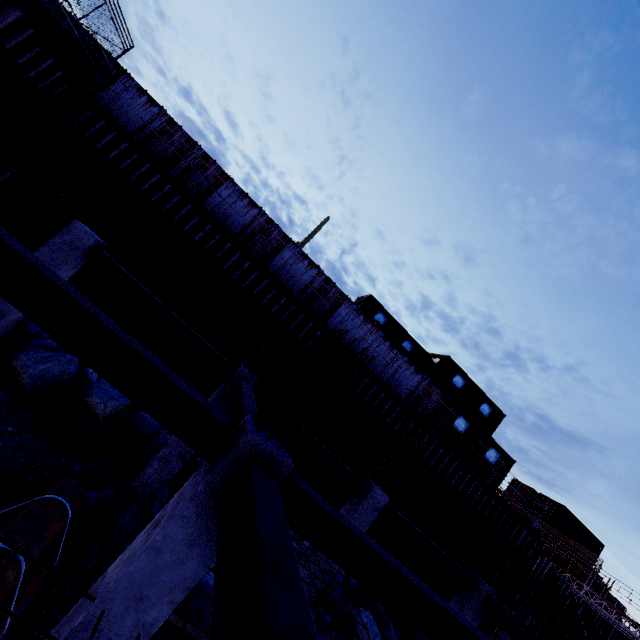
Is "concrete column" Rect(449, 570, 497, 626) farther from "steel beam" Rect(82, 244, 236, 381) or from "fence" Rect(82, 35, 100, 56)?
"steel beam" Rect(82, 244, 236, 381)

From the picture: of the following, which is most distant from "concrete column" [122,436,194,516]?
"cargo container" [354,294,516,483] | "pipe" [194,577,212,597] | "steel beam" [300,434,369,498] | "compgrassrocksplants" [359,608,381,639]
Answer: "cargo container" [354,294,516,483]

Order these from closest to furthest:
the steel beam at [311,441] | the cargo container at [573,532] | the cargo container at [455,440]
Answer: the steel beam at [311,441], the cargo container at [455,440], the cargo container at [573,532]

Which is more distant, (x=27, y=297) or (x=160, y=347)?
(x=160, y=347)

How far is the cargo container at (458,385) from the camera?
17.78m

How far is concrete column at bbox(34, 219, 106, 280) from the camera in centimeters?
704cm

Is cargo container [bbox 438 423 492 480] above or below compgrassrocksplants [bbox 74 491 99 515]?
above

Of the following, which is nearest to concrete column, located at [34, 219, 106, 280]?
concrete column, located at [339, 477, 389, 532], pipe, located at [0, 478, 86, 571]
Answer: pipe, located at [0, 478, 86, 571]
